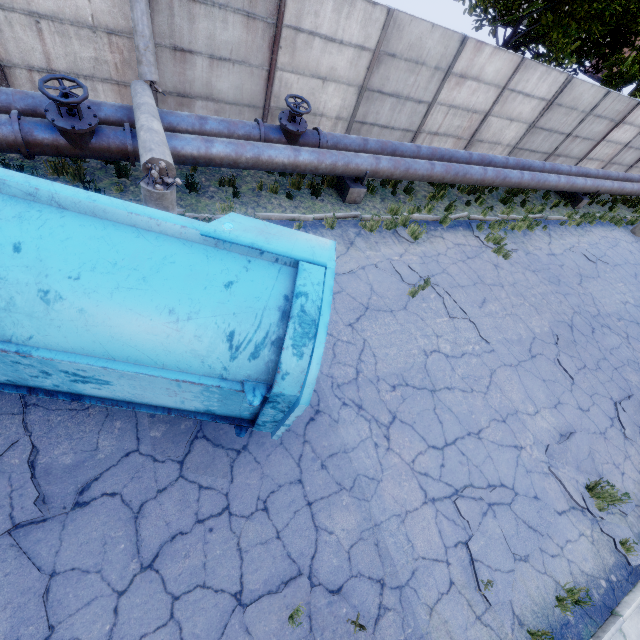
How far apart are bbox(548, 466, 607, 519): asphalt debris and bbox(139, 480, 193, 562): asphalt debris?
5.67m

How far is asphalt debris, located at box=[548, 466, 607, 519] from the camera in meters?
5.6 m

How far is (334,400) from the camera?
5.5 meters

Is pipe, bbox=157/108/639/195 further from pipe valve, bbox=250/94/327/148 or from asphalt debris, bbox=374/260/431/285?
asphalt debris, bbox=374/260/431/285

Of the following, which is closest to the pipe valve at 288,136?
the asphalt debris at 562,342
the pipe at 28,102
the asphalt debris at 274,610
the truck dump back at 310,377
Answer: the pipe at 28,102

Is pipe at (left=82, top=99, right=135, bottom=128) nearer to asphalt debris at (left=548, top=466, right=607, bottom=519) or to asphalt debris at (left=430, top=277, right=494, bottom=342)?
asphalt debris at (left=430, top=277, right=494, bottom=342)

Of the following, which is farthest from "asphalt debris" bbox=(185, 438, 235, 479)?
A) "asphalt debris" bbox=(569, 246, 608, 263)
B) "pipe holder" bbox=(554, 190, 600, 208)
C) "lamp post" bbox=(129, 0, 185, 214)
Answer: "pipe holder" bbox=(554, 190, 600, 208)

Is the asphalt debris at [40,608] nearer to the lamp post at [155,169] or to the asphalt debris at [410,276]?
the lamp post at [155,169]
